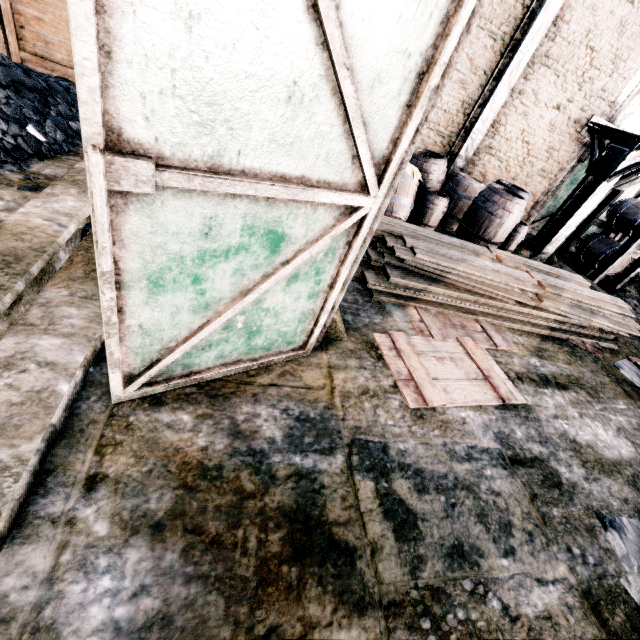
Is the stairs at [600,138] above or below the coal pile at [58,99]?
above

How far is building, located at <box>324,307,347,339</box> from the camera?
3.78m

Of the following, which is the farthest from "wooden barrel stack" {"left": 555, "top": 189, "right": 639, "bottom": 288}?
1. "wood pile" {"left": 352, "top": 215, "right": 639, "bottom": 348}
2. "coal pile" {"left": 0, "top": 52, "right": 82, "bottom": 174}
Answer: "coal pile" {"left": 0, "top": 52, "right": 82, "bottom": 174}

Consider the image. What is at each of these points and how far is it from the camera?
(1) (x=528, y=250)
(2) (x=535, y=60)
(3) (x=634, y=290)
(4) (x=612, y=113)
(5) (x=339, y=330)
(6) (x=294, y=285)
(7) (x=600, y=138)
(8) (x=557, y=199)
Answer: (1) stone debris, 9.88m
(2) building, 8.23m
(3) stone debris, 10.34m
(4) door, 9.41m
(5) building, 3.87m
(6) door, 2.73m
(7) stairs, 8.91m
(8) door, 11.26m

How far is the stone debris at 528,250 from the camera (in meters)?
9.32

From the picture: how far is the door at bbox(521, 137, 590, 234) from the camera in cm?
1012

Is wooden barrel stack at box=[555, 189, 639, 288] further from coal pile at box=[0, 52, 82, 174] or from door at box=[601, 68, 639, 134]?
coal pile at box=[0, 52, 82, 174]

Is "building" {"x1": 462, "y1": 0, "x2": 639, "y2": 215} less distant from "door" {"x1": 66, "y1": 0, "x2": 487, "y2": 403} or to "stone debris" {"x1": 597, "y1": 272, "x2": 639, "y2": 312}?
"door" {"x1": 66, "y1": 0, "x2": 487, "y2": 403}
